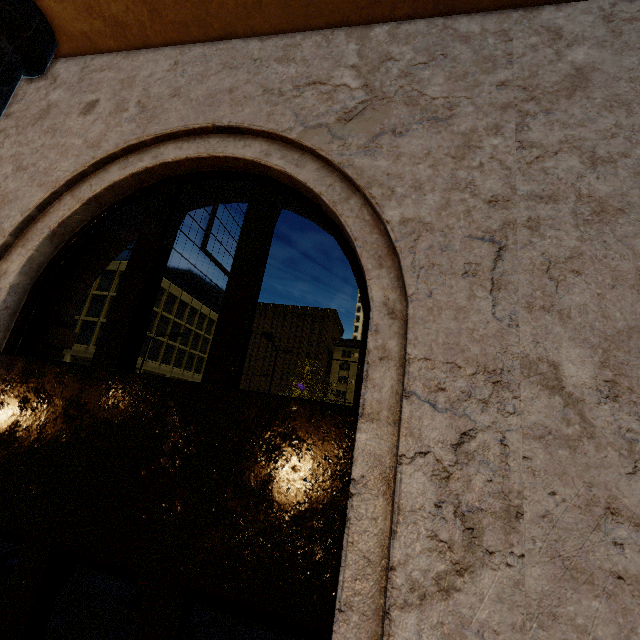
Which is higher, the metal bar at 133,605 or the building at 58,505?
the building at 58,505

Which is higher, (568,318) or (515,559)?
(568,318)

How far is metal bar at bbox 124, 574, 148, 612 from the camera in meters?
6.0 m

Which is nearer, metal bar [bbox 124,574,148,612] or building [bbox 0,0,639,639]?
building [bbox 0,0,639,639]

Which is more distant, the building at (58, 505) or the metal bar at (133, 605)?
the metal bar at (133, 605)

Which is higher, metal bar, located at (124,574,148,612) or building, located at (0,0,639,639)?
building, located at (0,0,639,639)
